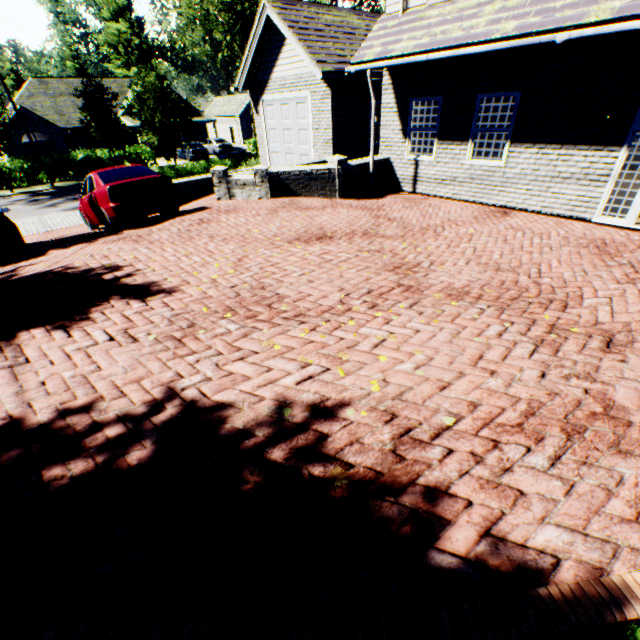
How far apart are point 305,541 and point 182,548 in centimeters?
80cm

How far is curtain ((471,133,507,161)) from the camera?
8.4 meters

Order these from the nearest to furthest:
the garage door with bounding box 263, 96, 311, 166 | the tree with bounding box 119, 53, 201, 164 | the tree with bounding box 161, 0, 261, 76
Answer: the garage door with bounding box 263, 96, 311, 166, the tree with bounding box 119, 53, 201, 164, the tree with bounding box 161, 0, 261, 76

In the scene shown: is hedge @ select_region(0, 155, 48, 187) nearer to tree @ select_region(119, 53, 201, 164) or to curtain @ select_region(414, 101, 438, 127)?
tree @ select_region(119, 53, 201, 164)

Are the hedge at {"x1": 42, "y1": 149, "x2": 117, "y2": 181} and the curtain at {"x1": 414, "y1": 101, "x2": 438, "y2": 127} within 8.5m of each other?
no

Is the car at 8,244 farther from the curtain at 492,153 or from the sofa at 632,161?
the sofa at 632,161

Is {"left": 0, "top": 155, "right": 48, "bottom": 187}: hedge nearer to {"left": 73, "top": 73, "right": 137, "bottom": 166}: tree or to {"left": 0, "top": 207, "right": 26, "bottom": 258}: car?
{"left": 73, "top": 73, "right": 137, "bottom": 166}: tree

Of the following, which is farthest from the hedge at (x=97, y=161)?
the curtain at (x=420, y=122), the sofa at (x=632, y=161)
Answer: the sofa at (x=632, y=161)
